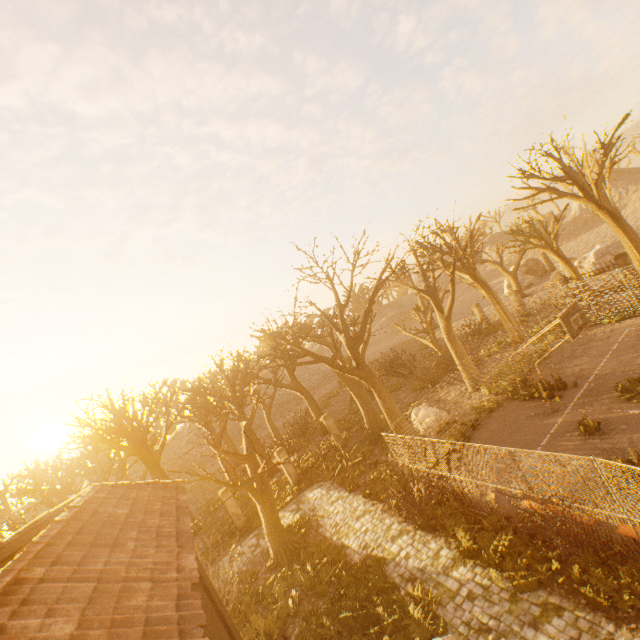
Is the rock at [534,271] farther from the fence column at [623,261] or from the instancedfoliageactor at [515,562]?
the instancedfoliageactor at [515,562]

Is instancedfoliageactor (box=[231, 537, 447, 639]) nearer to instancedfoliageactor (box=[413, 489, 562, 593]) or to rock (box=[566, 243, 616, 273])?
instancedfoliageactor (box=[413, 489, 562, 593])

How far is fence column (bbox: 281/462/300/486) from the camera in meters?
21.0

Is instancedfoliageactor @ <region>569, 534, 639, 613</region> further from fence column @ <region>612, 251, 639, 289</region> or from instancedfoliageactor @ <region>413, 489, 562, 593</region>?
fence column @ <region>612, 251, 639, 289</region>

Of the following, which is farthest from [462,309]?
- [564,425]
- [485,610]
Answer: [485,610]

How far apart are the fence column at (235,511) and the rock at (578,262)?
34.8m

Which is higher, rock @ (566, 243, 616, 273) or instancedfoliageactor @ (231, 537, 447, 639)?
rock @ (566, 243, 616, 273)

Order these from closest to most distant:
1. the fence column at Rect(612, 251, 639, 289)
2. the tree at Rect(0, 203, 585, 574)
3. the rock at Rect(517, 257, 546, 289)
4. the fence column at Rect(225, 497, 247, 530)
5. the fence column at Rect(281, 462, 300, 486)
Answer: the tree at Rect(0, 203, 585, 574) → the fence column at Rect(225, 497, 247, 530) → the fence column at Rect(281, 462, 300, 486) → the fence column at Rect(612, 251, 639, 289) → the rock at Rect(517, 257, 546, 289)
